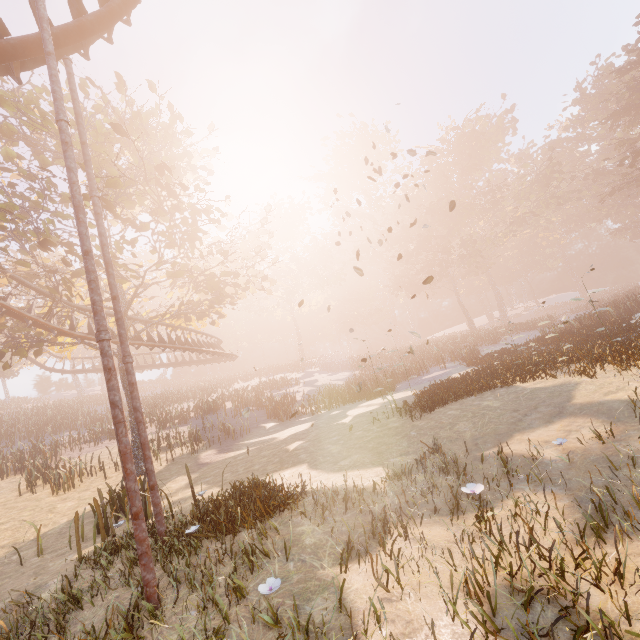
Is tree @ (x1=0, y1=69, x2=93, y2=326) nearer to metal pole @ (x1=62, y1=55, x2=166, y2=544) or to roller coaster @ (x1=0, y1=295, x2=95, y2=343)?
roller coaster @ (x1=0, y1=295, x2=95, y2=343)

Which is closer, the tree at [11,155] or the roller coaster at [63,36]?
the roller coaster at [63,36]

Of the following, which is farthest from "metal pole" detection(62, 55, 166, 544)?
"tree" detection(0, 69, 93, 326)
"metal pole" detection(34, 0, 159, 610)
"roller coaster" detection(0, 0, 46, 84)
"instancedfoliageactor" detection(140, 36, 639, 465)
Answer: "instancedfoliageactor" detection(140, 36, 639, 465)

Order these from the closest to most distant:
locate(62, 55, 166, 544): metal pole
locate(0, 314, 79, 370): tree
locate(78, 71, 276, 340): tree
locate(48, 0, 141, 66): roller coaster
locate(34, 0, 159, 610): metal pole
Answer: locate(34, 0, 159, 610): metal pole → locate(62, 55, 166, 544): metal pole → locate(48, 0, 141, 66): roller coaster → locate(78, 71, 276, 340): tree → locate(0, 314, 79, 370): tree

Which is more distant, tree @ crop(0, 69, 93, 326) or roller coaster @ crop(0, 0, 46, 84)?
tree @ crop(0, 69, 93, 326)

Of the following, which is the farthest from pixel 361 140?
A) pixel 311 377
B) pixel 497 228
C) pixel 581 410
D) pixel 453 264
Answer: pixel 581 410

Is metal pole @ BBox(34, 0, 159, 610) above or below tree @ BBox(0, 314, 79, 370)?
below
